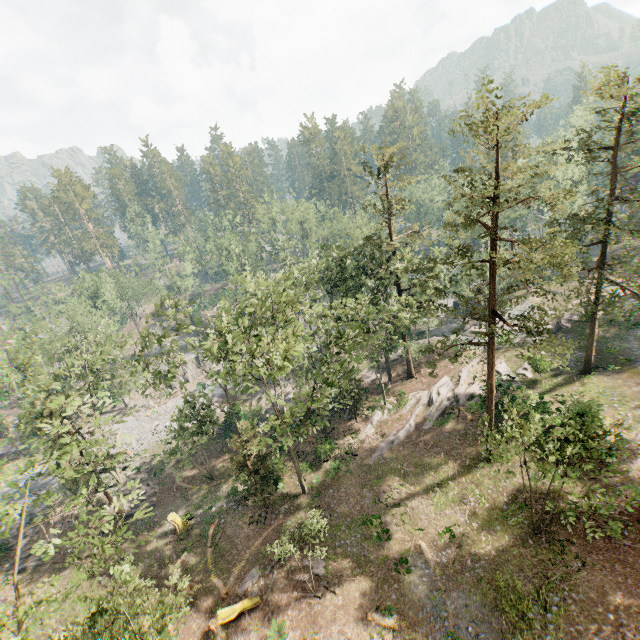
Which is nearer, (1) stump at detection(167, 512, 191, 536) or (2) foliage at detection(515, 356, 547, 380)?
(1) stump at detection(167, 512, 191, 536)

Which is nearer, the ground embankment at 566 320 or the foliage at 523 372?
the foliage at 523 372

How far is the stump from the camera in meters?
28.7

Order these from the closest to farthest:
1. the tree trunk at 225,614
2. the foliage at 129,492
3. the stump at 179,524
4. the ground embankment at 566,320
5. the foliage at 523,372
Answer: the foliage at 129,492, the tree trunk at 225,614, the stump at 179,524, the foliage at 523,372, the ground embankment at 566,320

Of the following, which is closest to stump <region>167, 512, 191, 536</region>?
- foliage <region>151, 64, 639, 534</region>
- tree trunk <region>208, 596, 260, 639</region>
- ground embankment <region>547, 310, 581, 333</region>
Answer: foliage <region>151, 64, 639, 534</region>

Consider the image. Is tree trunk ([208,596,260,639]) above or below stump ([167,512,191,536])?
above

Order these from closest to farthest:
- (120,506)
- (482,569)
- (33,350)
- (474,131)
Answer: (474,131)
(120,506)
(482,569)
(33,350)

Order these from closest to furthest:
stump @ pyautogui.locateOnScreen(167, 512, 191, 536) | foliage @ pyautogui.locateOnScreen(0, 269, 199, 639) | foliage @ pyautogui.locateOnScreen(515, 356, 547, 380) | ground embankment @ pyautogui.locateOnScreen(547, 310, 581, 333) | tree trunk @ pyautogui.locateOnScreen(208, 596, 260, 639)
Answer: foliage @ pyautogui.locateOnScreen(0, 269, 199, 639) → tree trunk @ pyautogui.locateOnScreen(208, 596, 260, 639) → stump @ pyautogui.locateOnScreen(167, 512, 191, 536) → foliage @ pyautogui.locateOnScreen(515, 356, 547, 380) → ground embankment @ pyautogui.locateOnScreen(547, 310, 581, 333)
